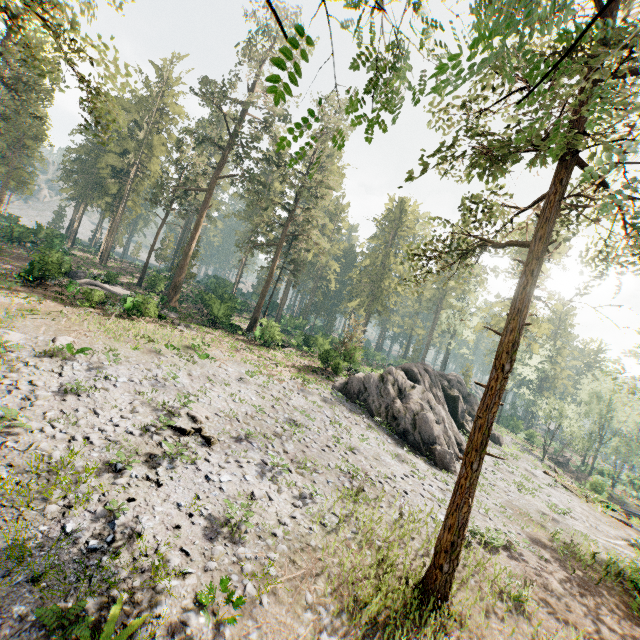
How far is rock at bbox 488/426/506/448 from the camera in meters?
33.5

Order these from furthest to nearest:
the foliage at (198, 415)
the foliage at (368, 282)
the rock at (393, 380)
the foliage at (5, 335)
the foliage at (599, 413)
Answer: the foliage at (599, 413) → the rock at (393, 380) → the foliage at (5, 335) → the foliage at (198, 415) → the foliage at (368, 282)

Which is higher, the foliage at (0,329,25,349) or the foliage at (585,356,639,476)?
the foliage at (585,356,639,476)

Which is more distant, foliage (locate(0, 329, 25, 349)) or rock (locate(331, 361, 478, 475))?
rock (locate(331, 361, 478, 475))

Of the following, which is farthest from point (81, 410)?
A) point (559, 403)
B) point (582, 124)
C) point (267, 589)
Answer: point (559, 403)

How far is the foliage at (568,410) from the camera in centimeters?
4553cm

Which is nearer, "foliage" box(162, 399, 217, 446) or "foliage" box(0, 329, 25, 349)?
"foliage" box(162, 399, 217, 446)
